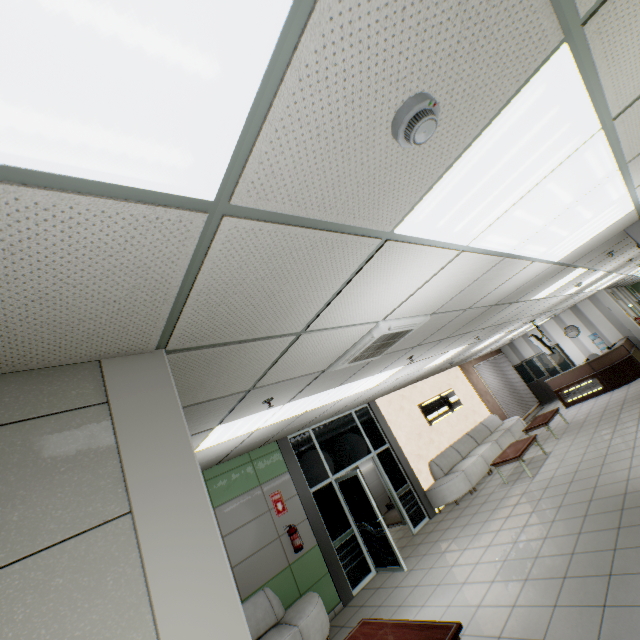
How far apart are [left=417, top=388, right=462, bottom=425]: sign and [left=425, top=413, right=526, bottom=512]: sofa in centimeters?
75cm

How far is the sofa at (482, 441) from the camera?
8.4 meters

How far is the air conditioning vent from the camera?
3.23m

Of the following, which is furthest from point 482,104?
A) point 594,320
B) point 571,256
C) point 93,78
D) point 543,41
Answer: point 594,320

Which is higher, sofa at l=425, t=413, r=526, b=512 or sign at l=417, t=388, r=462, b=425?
sign at l=417, t=388, r=462, b=425

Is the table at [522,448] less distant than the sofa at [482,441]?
Yes

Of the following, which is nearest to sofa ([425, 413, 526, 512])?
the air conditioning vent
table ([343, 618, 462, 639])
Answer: table ([343, 618, 462, 639])

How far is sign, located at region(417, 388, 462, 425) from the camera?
10.6m
